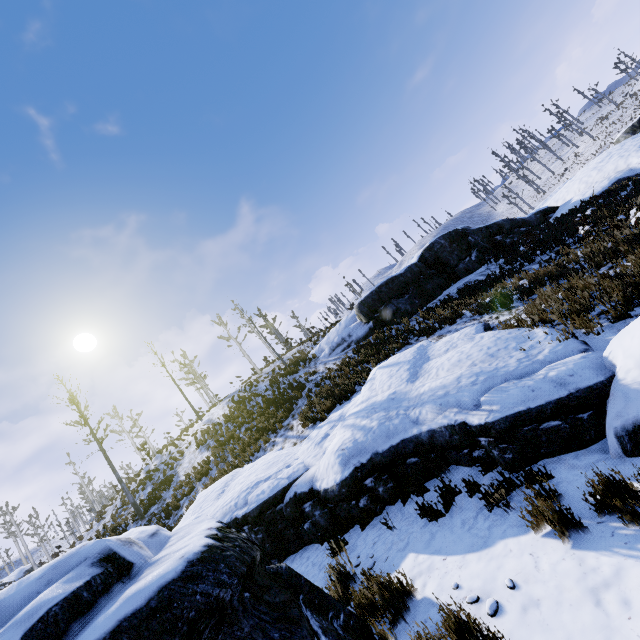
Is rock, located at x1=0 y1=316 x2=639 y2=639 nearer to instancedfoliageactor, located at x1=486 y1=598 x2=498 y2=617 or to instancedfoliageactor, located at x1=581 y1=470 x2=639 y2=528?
instancedfoliageactor, located at x1=581 y1=470 x2=639 y2=528

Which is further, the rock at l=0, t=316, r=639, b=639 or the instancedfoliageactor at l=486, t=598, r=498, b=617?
the instancedfoliageactor at l=486, t=598, r=498, b=617

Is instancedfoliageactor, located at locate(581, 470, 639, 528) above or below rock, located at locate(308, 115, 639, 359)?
below

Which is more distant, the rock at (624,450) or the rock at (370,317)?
the rock at (370,317)

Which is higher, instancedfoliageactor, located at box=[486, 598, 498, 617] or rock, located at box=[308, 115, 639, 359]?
rock, located at box=[308, 115, 639, 359]

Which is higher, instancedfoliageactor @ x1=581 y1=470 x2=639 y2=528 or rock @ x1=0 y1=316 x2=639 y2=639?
rock @ x1=0 y1=316 x2=639 y2=639

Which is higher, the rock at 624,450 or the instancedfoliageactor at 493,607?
the rock at 624,450

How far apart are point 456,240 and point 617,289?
13.39m
